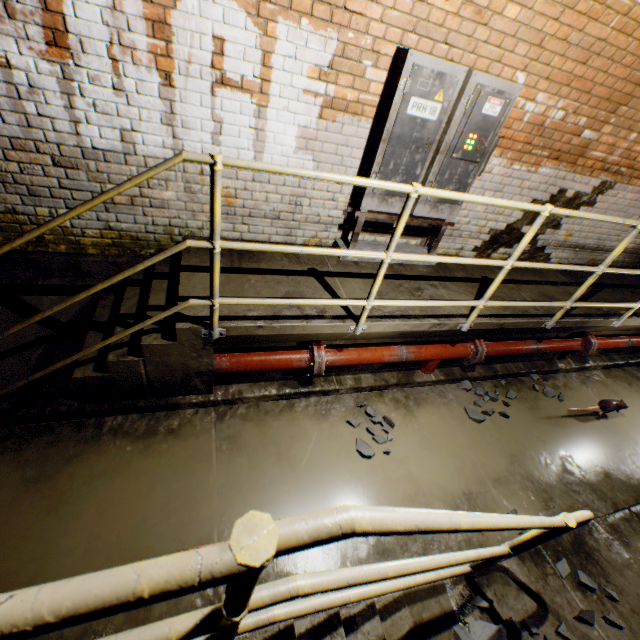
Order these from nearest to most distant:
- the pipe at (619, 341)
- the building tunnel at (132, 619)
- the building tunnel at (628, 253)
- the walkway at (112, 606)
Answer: the walkway at (112, 606)
the building tunnel at (132, 619)
the pipe at (619, 341)
the building tunnel at (628, 253)

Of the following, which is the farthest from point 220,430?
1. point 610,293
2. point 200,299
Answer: point 610,293

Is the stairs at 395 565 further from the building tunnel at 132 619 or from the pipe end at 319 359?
the pipe end at 319 359

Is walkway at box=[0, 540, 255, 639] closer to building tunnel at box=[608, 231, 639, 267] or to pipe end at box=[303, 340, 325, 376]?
building tunnel at box=[608, 231, 639, 267]

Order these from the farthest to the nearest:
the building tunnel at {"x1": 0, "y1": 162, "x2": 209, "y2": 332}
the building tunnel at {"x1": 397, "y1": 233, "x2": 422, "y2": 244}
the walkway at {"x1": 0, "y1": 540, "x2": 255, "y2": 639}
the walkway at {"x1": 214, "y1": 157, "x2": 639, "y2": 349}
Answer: the building tunnel at {"x1": 397, "y1": 233, "x2": 422, "y2": 244} → the building tunnel at {"x1": 0, "y1": 162, "x2": 209, "y2": 332} → the walkway at {"x1": 214, "y1": 157, "x2": 639, "y2": 349} → the walkway at {"x1": 0, "y1": 540, "x2": 255, "y2": 639}

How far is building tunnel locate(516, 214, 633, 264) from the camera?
4.7 meters

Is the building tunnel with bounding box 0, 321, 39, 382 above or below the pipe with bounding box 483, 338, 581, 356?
below

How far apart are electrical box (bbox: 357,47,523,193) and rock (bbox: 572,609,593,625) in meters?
3.4 m
